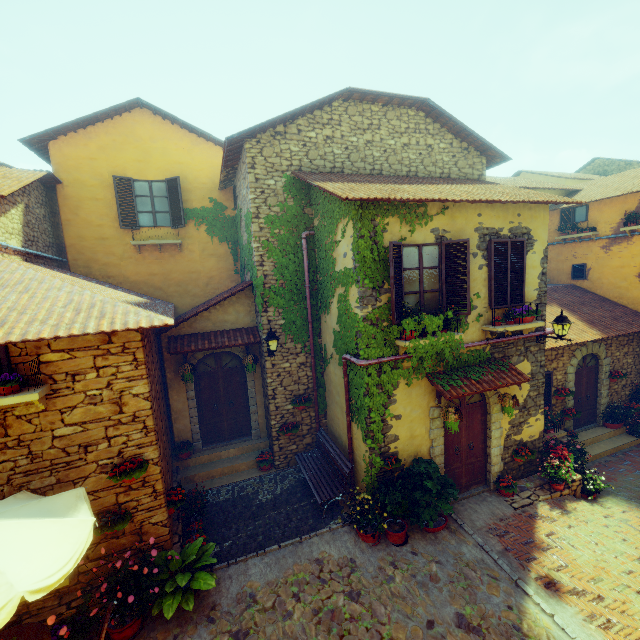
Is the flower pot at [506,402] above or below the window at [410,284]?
below

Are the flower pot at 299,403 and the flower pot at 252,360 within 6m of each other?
yes

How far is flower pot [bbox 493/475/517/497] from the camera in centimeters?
820cm

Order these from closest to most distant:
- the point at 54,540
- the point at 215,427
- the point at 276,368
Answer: the point at 54,540, the point at 276,368, the point at 215,427

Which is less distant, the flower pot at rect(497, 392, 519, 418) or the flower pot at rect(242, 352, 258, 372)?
the flower pot at rect(497, 392, 519, 418)

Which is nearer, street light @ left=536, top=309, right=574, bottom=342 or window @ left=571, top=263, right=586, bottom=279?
street light @ left=536, top=309, right=574, bottom=342

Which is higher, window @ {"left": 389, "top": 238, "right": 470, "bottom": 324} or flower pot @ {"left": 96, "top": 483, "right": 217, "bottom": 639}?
window @ {"left": 389, "top": 238, "right": 470, "bottom": 324}

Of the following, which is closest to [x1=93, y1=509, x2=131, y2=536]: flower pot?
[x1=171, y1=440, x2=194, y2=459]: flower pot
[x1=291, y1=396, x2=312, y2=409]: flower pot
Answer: [x1=171, y1=440, x2=194, y2=459]: flower pot
